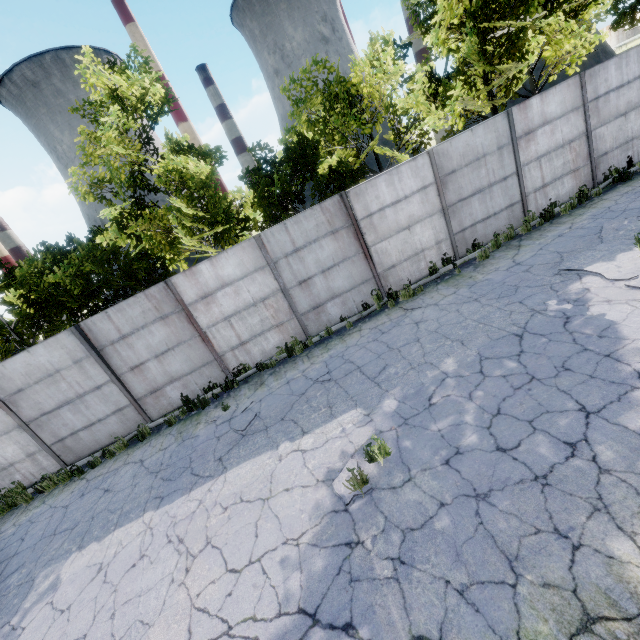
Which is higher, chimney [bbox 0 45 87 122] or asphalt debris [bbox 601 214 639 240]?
chimney [bbox 0 45 87 122]

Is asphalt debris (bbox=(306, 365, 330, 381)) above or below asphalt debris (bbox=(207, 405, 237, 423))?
below

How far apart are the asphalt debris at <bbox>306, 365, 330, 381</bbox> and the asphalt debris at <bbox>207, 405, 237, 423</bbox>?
1.61m

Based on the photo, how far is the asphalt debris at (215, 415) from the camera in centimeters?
865cm

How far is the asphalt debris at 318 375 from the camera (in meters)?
8.07

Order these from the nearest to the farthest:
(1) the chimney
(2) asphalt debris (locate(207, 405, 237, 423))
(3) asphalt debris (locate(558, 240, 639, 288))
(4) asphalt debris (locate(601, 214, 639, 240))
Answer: (3) asphalt debris (locate(558, 240, 639, 288)) < (4) asphalt debris (locate(601, 214, 639, 240)) < (2) asphalt debris (locate(207, 405, 237, 423)) < (1) the chimney

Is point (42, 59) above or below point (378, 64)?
above

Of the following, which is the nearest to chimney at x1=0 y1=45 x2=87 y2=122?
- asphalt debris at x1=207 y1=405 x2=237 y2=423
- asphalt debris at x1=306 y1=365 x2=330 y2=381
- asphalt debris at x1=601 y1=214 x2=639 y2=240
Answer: asphalt debris at x1=207 y1=405 x2=237 y2=423
